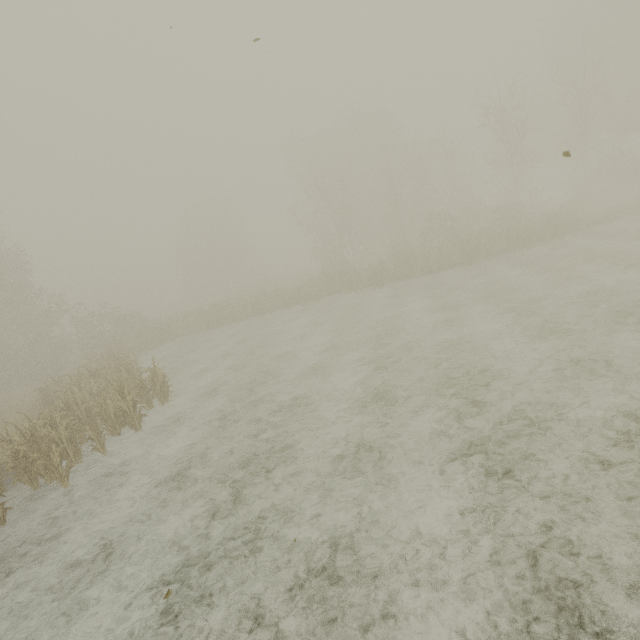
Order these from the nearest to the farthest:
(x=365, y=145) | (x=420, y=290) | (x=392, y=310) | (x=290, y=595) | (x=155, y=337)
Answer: (x=290, y=595) < (x=392, y=310) < (x=420, y=290) < (x=155, y=337) < (x=365, y=145)
